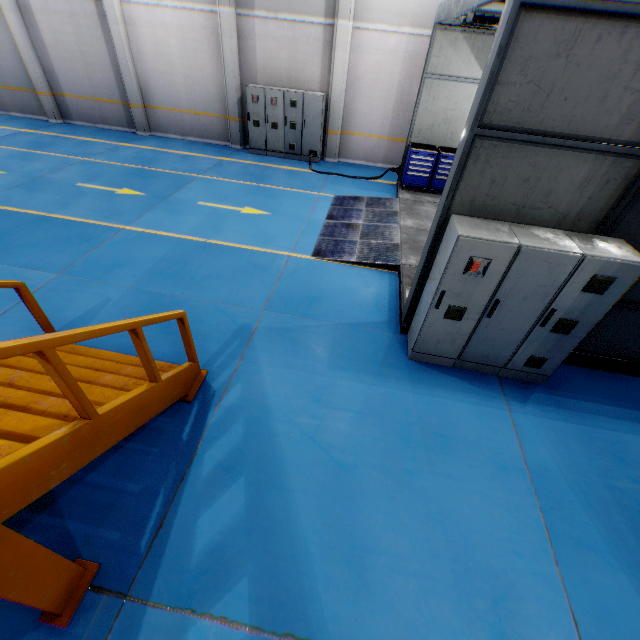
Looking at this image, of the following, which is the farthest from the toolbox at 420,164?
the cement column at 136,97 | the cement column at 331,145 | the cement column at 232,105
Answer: the cement column at 136,97

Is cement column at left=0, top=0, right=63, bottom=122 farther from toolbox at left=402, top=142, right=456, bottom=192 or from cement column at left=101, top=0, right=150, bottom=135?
toolbox at left=402, top=142, right=456, bottom=192

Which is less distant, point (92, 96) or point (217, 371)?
point (217, 371)

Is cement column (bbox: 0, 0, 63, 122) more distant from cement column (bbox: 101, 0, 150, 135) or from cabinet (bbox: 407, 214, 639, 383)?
cabinet (bbox: 407, 214, 639, 383)

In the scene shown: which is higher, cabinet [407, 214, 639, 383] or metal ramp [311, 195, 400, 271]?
cabinet [407, 214, 639, 383]

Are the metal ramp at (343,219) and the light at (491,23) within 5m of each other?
yes

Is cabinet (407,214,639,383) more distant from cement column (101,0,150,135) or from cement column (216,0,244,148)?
cement column (101,0,150,135)

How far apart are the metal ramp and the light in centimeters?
393cm
